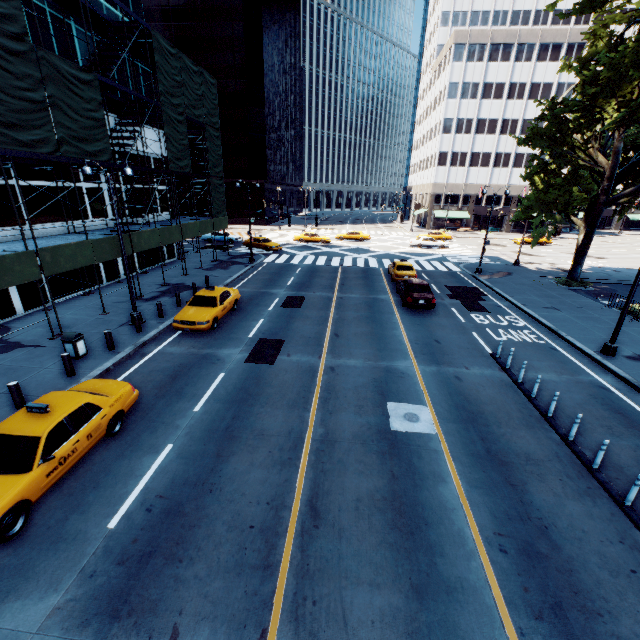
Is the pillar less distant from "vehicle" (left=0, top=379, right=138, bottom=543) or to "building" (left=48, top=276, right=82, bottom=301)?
"vehicle" (left=0, top=379, right=138, bottom=543)

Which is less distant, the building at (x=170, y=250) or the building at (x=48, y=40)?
the building at (x=48, y=40)

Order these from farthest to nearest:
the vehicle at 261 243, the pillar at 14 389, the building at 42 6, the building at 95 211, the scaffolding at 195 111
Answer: the vehicle at 261 243 < the building at 95 211 < the building at 42 6 < the scaffolding at 195 111 < the pillar at 14 389

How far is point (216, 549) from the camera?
6.3m

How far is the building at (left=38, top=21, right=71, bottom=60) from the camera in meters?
17.0 m

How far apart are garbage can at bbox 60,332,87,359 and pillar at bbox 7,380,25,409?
2.83m

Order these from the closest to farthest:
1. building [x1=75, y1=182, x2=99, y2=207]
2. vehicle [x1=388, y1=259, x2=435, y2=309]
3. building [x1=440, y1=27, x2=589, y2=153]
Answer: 1. vehicle [x1=388, y1=259, x2=435, y2=309]
2. building [x1=75, y1=182, x2=99, y2=207]
3. building [x1=440, y1=27, x2=589, y2=153]

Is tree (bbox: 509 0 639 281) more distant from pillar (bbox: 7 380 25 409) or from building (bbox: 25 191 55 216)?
pillar (bbox: 7 380 25 409)
